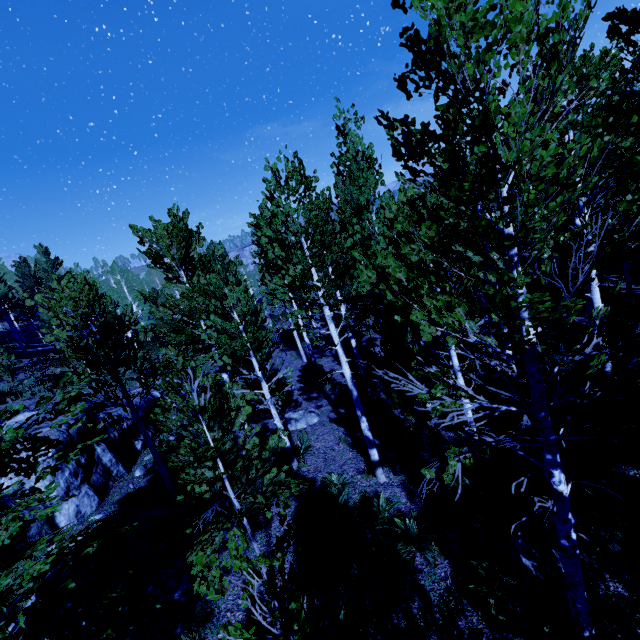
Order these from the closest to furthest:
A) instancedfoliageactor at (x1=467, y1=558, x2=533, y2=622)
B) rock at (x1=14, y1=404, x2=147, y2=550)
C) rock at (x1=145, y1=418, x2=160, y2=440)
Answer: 1. instancedfoliageactor at (x1=467, y1=558, x2=533, y2=622)
2. rock at (x1=14, y1=404, x2=147, y2=550)
3. rock at (x1=145, y1=418, x2=160, y2=440)

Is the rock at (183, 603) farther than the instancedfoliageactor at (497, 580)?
Yes

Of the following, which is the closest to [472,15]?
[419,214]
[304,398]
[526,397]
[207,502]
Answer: [419,214]

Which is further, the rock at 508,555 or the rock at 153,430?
the rock at 153,430

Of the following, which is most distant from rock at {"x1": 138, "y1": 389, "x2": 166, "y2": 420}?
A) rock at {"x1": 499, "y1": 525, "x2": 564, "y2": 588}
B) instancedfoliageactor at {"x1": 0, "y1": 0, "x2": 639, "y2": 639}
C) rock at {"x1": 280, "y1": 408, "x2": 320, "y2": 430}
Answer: rock at {"x1": 499, "y1": 525, "x2": 564, "y2": 588}

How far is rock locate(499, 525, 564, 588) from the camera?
5.2 meters

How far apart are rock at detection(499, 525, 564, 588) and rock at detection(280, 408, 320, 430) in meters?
8.1

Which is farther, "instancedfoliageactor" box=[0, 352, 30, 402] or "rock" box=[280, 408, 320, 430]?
"instancedfoliageactor" box=[0, 352, 30, 402]
